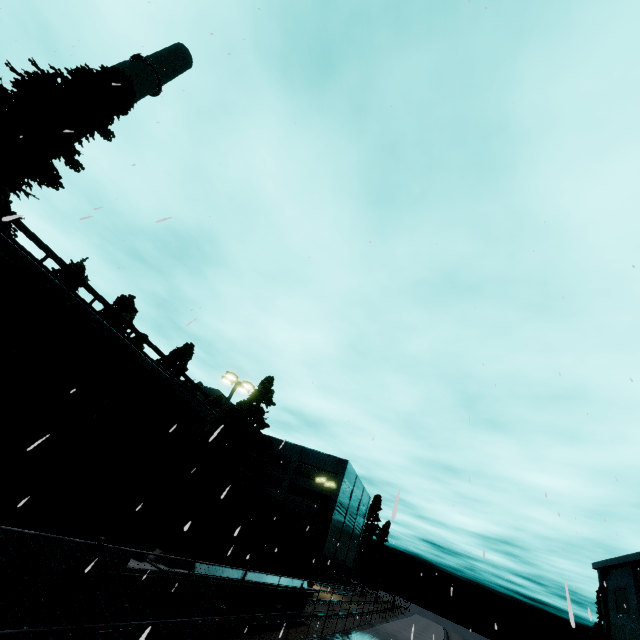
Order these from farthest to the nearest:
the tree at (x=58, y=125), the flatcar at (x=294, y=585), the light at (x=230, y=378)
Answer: the light at (x=230, y=378) < the flatcar at (x=294, y=585) < the tree at (x=58, y=125)

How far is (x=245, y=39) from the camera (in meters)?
9.23

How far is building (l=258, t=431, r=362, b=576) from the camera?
46.28m

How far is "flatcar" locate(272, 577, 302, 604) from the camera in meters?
13.2

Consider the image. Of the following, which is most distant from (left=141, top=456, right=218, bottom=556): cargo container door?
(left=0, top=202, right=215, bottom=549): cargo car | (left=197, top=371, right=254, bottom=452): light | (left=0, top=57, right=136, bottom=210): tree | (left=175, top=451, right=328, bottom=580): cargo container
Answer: (left=0, top=57, right=136, bottom=210): tree

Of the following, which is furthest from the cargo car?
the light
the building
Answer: the building

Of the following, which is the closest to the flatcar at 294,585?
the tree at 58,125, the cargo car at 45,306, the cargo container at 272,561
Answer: the cargo container at 272,561

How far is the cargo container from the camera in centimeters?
909cm
